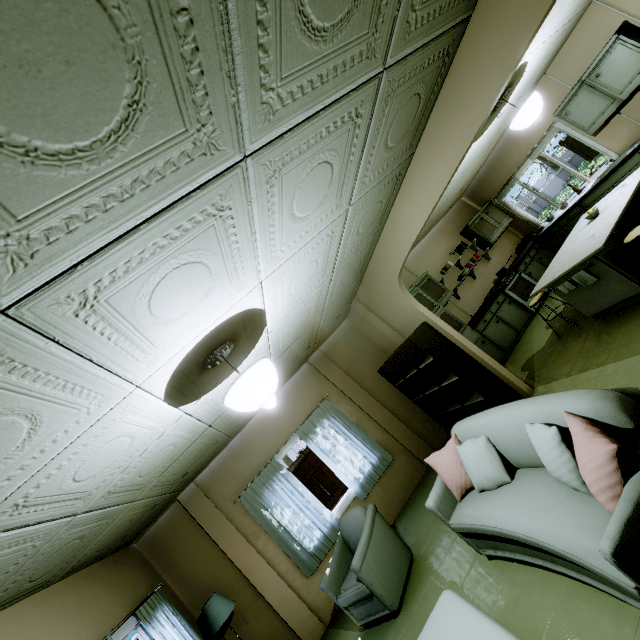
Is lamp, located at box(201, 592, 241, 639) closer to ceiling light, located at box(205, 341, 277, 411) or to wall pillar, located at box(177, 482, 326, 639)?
wall pillar, located at box(177, 482, 326, 639)

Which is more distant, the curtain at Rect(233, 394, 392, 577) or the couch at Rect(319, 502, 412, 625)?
the curtain at Rect(233, 394, 392, 577)

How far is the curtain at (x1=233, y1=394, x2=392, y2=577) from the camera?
4.9 meters

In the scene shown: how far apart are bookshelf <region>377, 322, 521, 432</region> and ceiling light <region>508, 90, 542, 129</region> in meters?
2.9

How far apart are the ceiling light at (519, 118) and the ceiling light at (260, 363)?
4.53m

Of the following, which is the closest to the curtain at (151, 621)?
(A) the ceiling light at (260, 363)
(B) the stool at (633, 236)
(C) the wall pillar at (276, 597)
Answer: (C) the wall pillar at (276, 597)

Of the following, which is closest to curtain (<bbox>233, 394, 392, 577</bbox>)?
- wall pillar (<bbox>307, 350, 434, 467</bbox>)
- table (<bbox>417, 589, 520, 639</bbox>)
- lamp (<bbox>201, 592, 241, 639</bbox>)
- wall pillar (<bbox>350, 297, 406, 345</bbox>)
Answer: wall pillar (<bbox>307, 350, 434, 467</bbox>)

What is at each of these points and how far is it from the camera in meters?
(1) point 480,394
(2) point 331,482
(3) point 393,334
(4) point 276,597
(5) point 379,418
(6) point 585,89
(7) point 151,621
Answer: (1) bookshelf, 4.2 m
(2) fence, 10.2 m
(3) wall pillar, 5.5 m
(4) wall pillar, 4.5 m
(5) wall pillar, 5.7 m
(6) kitchen cabinet, 5.3 m
(7) curtain, 3.6 m
